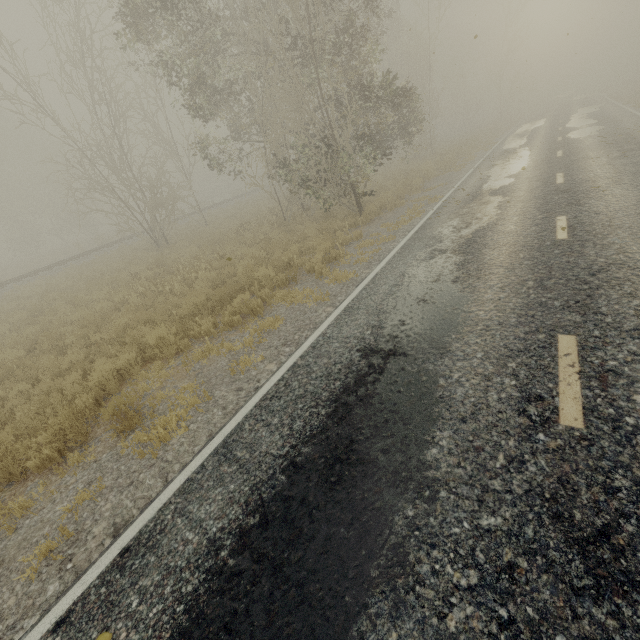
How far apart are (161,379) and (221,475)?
3.35m

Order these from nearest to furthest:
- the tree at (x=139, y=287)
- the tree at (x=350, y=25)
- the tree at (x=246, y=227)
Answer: the tree at (x=139, y=287), the tree at (x=350, y=25), the tree at (x=246, y=227)

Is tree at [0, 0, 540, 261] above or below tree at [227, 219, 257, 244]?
above

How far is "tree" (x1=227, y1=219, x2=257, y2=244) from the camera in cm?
1524

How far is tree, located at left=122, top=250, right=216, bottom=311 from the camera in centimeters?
1058cm

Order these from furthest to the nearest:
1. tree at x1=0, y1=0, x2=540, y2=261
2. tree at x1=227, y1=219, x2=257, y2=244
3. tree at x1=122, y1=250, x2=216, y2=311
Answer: tree at x1=227, y1=219, x2=257, y2=244
tree at x1=0, y1=0, x2=540, y2=261
tree at x1=122, y1=250, x2=216, y2=311

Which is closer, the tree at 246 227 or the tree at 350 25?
the tree at 350 25

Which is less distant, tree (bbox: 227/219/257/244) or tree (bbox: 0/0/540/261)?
tree (bbox: 0/0/540/261)
